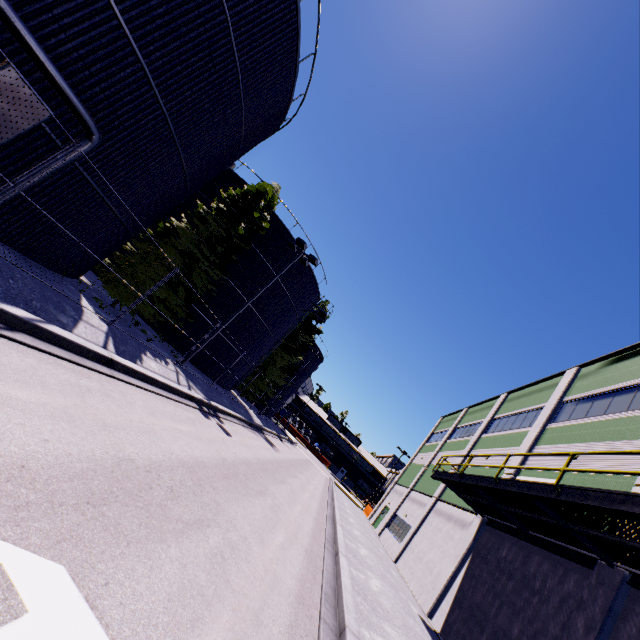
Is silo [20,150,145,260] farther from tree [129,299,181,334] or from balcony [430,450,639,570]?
balcony [430,450,639,570]

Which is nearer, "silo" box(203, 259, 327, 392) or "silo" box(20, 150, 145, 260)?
"silo" box(20, 150, 145, 260)

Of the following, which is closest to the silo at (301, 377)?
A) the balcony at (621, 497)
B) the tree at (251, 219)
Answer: the tree at (251, 219)

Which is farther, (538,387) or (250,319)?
(250,319)

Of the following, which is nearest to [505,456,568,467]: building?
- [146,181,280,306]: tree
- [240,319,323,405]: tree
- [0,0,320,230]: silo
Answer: [240,319,323,405]: tree

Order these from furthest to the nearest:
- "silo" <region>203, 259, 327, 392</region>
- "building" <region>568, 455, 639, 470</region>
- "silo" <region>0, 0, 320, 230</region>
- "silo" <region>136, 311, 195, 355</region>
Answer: "silo" <region>203, 259, 327, 392</region> < "silo" <region>136, 311, 195, 355</region> < "building" <region>568, 455, 639, 470</region> < "silo" <region>0, 0, 320, 230</region>

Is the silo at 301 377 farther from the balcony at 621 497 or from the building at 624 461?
the balcony at 621 497

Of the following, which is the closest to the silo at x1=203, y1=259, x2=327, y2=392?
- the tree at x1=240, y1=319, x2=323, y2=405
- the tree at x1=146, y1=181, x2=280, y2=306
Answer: the tree at x1=240, y1=319, x2=323, y2=405
